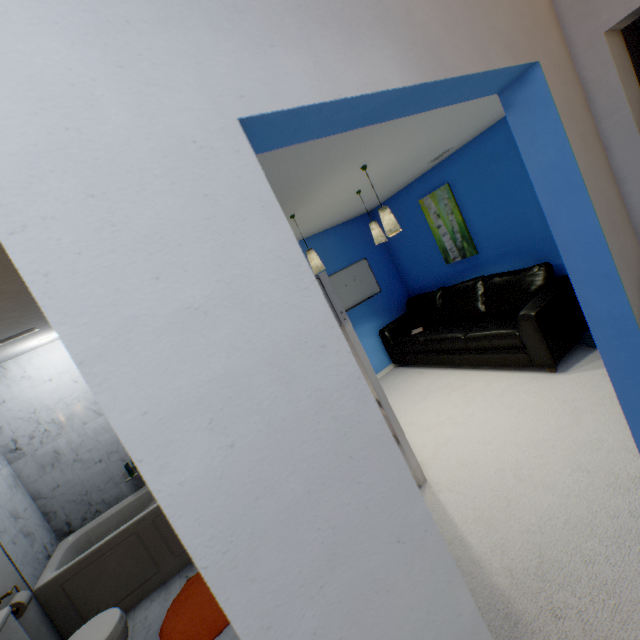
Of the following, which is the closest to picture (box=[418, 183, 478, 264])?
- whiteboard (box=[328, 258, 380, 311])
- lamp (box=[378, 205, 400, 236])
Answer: whiteboard (box=[328, 258, 380, 311])

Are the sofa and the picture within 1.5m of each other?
yes

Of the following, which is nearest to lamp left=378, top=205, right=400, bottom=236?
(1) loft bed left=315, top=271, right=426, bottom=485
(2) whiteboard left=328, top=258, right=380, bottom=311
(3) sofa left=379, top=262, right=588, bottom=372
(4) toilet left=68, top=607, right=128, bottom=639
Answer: (1) loft bed left=315, top=271, right=426, bottom=485

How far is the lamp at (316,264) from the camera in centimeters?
304cm

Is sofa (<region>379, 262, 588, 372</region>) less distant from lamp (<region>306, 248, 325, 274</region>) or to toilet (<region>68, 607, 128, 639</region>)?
lamp (<region>306, 248, 325, 274</region>)

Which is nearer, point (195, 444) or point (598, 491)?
point (195, 444)

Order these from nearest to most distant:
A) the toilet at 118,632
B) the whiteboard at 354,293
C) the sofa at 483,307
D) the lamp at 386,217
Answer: the toilet at 118,632 → the lamp at 386,217 → the sofa at 483,307 → the whiteboard at 354,293

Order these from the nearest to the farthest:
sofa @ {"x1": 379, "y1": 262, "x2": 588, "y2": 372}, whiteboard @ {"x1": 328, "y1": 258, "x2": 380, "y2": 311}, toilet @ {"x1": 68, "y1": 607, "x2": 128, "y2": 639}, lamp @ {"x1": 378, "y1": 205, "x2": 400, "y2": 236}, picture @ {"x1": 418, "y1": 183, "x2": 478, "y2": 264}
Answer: toilet @ {"x1": 68, "y1": 607, "x2": 128, "y2": 639} → lamp @ {"x1": 378, "y1": 205, "x2": 400, "y2": 236} → sofa @ {"x1": 379, "y1": 262, "x2": 588, "y2": 372} → picture @ {"x1": 418, "y1": 183, "x2": 478, "y2": 264} → whiteboard @ {"x1": 328, "y1": 258, "x2": 380, "y2": 311}
